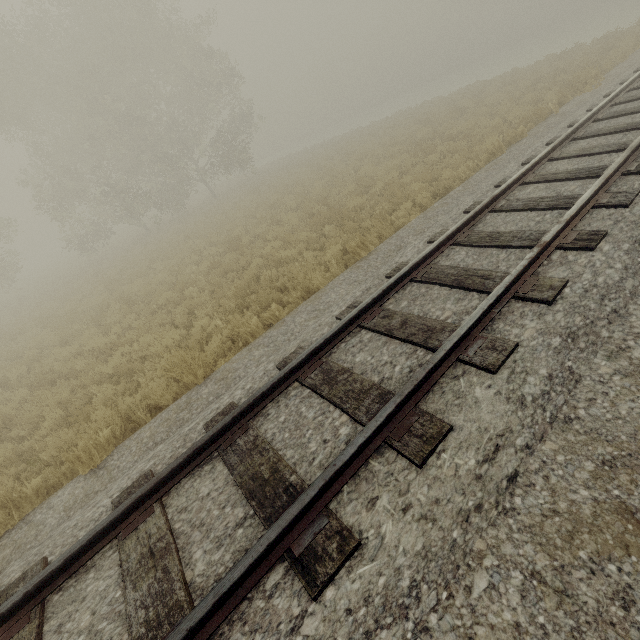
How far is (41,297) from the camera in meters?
21.1
